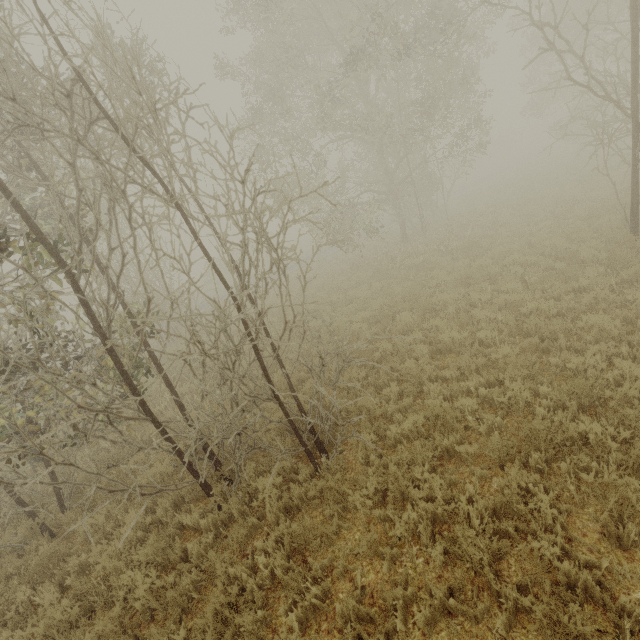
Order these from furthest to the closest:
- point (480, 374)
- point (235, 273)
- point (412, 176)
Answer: point (235, 273) → point (412, 176) → point (480, 374)
